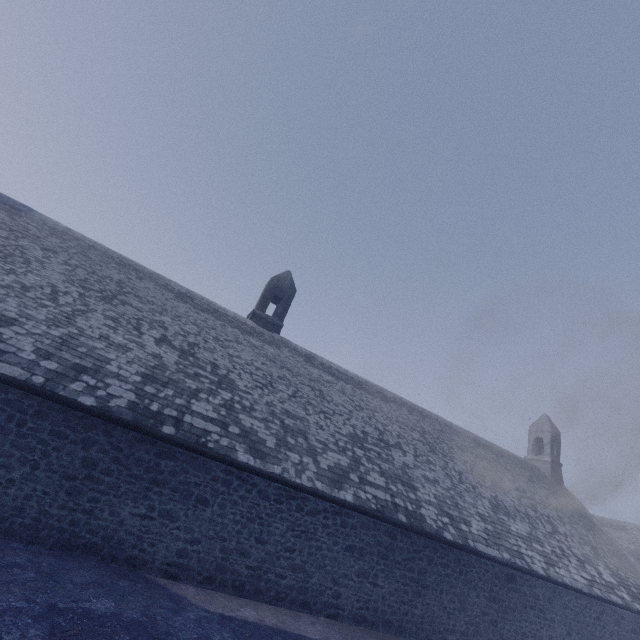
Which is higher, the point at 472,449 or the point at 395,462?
the point at 472,449
